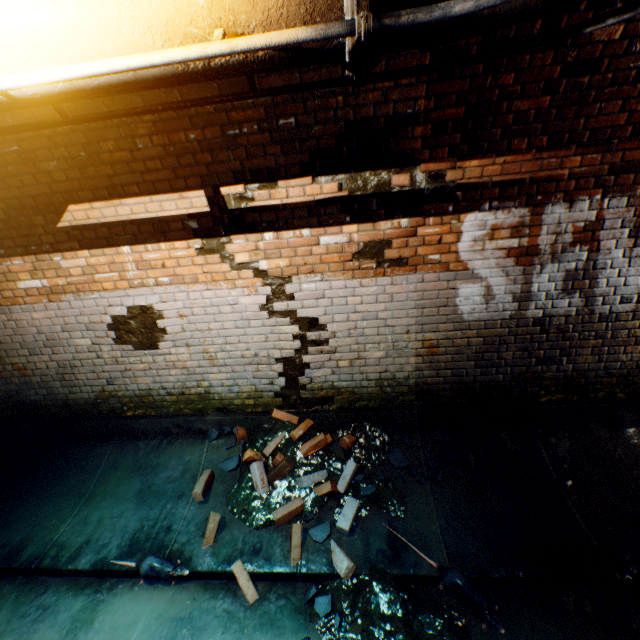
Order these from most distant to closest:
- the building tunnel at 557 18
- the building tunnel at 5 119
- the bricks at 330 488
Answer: the bricks at 330 488 → the building tunnel at 5 119 → the building tunnel at 557 18

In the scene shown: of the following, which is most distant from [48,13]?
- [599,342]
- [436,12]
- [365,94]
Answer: [599,342]

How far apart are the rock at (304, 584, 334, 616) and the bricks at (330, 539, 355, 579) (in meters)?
0.18

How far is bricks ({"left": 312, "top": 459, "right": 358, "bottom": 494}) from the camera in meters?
3.2 m

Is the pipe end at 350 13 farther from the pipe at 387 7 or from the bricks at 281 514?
the bricks at 281 514

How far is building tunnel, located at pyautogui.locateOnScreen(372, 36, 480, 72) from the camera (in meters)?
2.21

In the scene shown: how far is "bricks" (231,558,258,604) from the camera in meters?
2.6

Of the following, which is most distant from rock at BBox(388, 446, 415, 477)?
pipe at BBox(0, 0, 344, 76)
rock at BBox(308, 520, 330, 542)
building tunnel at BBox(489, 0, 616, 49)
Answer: pipe at BBox(0, 0, 344, 76)
